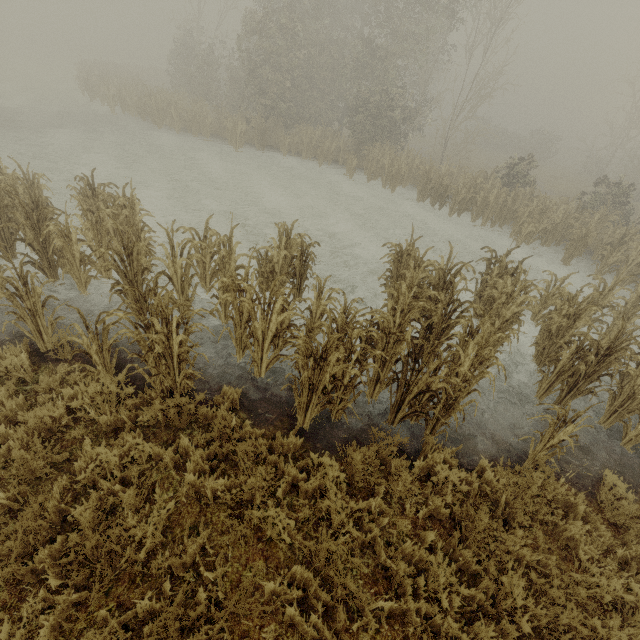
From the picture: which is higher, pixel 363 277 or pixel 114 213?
pixel 114 213
